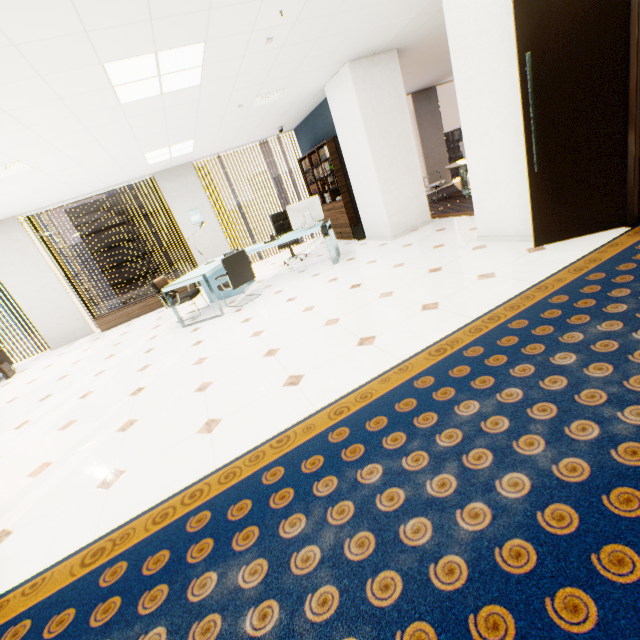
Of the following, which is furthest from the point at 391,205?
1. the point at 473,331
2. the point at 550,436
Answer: the point at 550,436

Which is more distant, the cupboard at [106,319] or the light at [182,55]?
the cupboard at [106,319]

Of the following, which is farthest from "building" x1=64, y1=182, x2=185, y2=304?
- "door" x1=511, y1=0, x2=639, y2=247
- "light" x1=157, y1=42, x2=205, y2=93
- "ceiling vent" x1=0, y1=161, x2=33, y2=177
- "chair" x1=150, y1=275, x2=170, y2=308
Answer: "door" x1=511, y1=0, x2=639, y2=247

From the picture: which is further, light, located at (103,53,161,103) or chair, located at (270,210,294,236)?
chair, located at (270,210,294,236)

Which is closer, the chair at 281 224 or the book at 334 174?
the book at 334 174

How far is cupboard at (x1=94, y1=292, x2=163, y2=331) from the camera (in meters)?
7.74

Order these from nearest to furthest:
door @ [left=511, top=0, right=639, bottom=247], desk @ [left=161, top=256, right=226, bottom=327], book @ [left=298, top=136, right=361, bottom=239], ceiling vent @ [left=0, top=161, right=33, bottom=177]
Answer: door @ [left=511, top=0, right=639, bottom=247]
ceiling vent @ [left=0, top=161, right=33, bottom=177]
desk @ [left=161, top=256, right=226, bottom=327]
book @ [left=298, top=136, right=361, bottom=239]

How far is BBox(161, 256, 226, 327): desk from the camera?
5.2 meters
